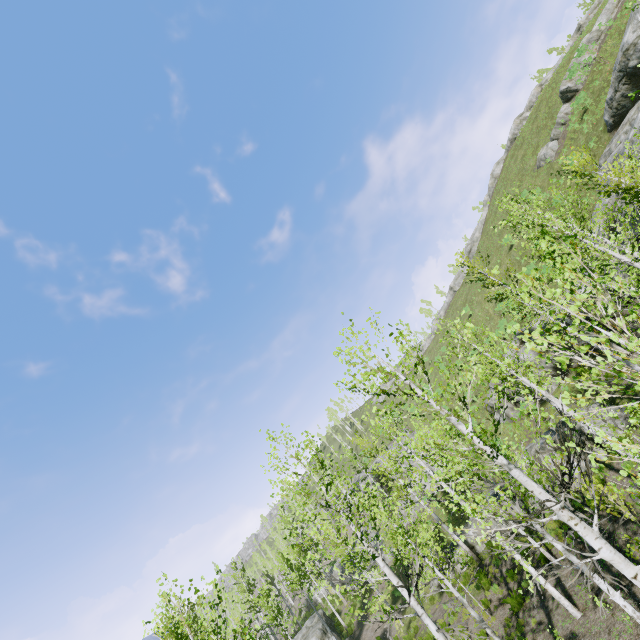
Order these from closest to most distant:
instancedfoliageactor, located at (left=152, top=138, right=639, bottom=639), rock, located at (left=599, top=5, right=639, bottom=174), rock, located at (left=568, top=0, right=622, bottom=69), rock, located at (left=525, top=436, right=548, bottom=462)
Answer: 1. instancedfoliageactor, located at (left=152, top=138, right=639, bottom=639)
2. rock, located at (left=525, top=436, right=548, bottom=462)
3. rock, located at (left=599, top=5, right=639, bottom=174)
4. rock, located at (left=568, top=0, right=622, bottom=69)

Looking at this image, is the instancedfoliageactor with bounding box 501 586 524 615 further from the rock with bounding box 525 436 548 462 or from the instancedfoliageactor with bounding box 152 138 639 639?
the rock with bounding box 525 436 548 462

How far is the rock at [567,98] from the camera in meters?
30.9

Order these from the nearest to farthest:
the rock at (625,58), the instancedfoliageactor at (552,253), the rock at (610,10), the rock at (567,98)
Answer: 1. the instancedfoliageactor at (552,253)
2. the rock at (625,58)
3. the rock at (610,10)
4. the rock at (567,98)

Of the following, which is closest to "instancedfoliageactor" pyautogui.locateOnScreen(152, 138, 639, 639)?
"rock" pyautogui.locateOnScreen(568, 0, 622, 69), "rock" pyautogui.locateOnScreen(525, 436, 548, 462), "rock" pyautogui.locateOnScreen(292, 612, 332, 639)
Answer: "rock" pyautogui.locateOnScreen(292, 612, 332, 639)

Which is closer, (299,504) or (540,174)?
(299,504)

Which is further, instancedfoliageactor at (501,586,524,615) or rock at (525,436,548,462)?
rock at (525,436,548,462)

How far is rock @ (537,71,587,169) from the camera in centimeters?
3086cm
